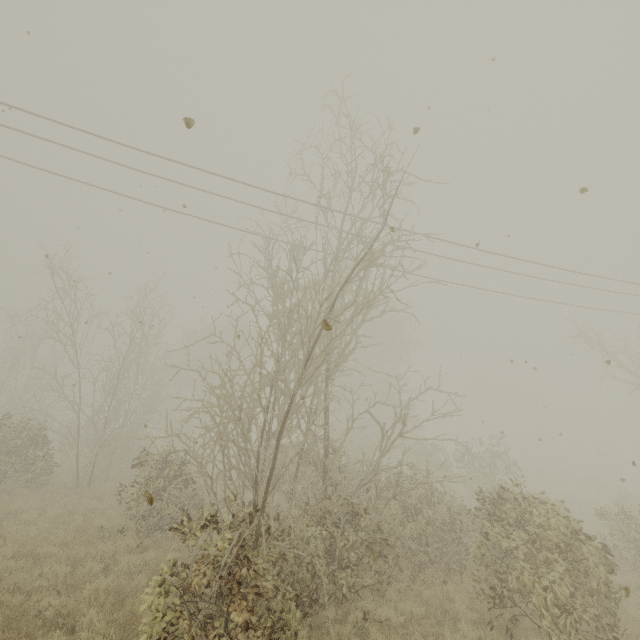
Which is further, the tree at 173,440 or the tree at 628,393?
the tree at 628,393

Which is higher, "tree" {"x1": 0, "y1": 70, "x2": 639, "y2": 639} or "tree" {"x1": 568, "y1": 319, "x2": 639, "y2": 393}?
"tree" {"x1": 568, "y1": 319, "x2": 639, "y2": 393}

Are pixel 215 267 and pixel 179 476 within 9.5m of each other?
yes

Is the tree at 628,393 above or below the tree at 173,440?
above

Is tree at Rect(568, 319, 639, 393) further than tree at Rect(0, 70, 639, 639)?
Yes
